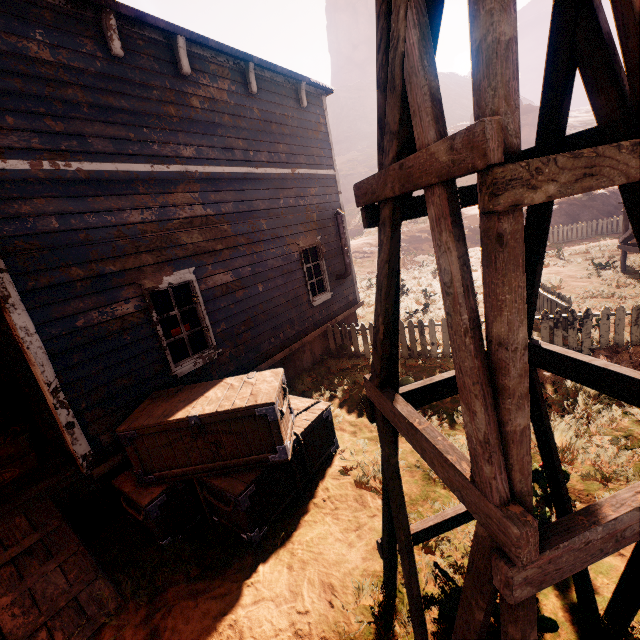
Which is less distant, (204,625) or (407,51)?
(407,51)

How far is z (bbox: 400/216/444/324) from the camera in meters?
11.1

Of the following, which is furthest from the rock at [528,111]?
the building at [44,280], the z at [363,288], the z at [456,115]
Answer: the building at [44,280]

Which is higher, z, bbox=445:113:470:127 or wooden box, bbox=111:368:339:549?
z, bbox=445:113:470:127

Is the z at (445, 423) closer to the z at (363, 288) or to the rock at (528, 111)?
the z at (363, 288)

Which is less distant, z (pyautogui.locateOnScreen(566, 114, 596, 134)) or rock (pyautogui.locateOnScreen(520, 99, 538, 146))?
rock (pyautogui.locateOnScreen(520, 99, 538, 146))

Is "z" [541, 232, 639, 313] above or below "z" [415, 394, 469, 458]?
above

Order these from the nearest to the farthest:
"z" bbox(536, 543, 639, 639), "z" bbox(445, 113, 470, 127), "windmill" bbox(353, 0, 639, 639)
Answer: "windmill" bbox(353, 0, 639, 639) → "z" bbox(536, 543, 639, 639) → "z" bbox(445, 113, 470, 127)
